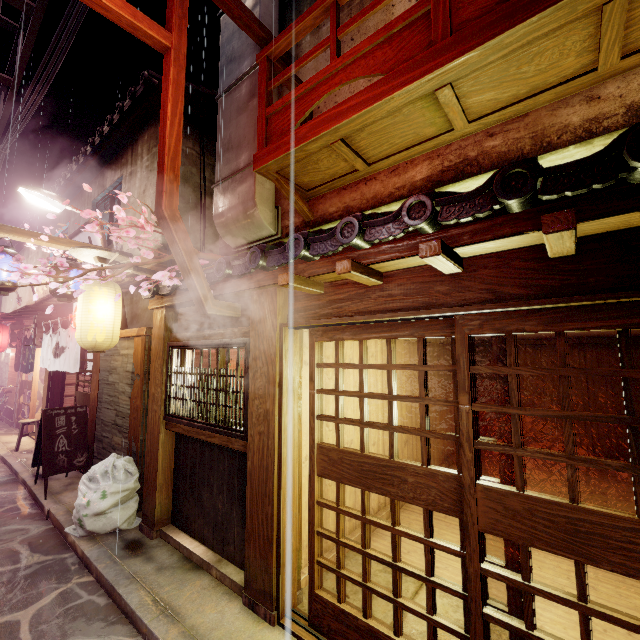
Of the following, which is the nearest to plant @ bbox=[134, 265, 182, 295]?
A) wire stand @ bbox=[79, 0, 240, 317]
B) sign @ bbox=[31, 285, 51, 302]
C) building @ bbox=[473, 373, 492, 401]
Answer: wire stand @ bbox=[79, 0, 240, 317]

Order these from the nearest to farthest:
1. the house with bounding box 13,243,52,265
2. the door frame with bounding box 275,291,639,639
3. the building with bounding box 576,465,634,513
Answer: the door frame with bounding box 275,291,639,639
the building with bounding box 576,465,634,513
the house with bounding box 13,243,52,265

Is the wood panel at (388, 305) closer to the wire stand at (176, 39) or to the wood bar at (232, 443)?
the wire stand at (176, 39)

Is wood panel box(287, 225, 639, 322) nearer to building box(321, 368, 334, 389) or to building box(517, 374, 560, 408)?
building box(321, 368, 334, 389)

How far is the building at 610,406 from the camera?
13.56m

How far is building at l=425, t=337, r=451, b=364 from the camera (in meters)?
12.91

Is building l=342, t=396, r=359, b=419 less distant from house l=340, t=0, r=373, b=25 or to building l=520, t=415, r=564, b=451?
house l=340, t=0, r=373, b=25

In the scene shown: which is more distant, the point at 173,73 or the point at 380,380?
the point at 380,380
